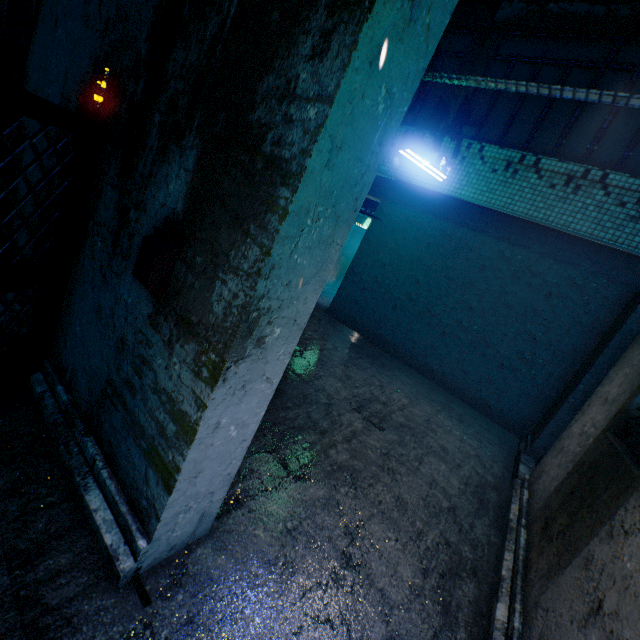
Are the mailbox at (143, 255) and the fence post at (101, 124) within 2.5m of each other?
yes

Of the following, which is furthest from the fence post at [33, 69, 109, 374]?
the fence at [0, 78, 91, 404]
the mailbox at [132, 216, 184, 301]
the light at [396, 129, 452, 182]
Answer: the light at [396, 129, 452, 182]

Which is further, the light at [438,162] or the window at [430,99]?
the window at [430,99]

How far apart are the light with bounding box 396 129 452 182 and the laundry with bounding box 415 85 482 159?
0.1m

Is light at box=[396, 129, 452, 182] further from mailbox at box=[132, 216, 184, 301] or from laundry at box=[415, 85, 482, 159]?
mailbox at box=[132, 216, 184, 301]

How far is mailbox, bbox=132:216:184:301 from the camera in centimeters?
139cm

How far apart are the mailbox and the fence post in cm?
85

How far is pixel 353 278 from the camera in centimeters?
783cm
